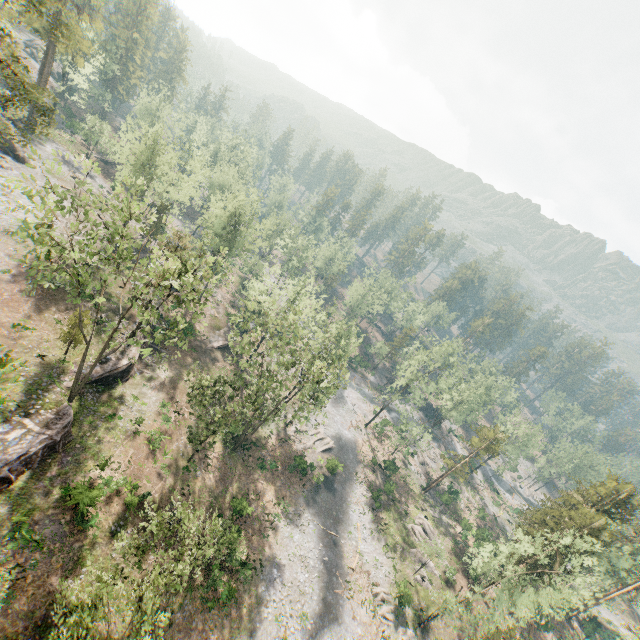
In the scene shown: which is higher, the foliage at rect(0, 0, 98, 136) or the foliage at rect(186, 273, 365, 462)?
the foliage at rect(0, 0, 98, 136)

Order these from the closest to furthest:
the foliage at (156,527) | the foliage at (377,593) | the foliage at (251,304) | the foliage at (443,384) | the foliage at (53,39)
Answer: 1. the foliage at (156,527)
2. the foliage at (53,39)
3. the foliage at (251,304)
4. the foliage at (377,593)
5. the foliage at (443,384)

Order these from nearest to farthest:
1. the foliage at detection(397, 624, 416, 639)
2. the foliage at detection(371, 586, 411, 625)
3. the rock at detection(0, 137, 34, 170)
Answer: the foliage at detection(397, 624, 416, 639) < the foliage at detection(371, 586, 411, 625) < the rock at detection(0, 137, 34, 170)

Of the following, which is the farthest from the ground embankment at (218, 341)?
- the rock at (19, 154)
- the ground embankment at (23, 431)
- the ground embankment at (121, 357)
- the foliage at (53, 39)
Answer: the rock at (19, 154)

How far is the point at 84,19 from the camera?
46.2m

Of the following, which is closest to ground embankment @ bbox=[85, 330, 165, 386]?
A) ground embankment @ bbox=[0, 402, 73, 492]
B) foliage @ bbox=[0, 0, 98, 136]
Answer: foliage @ bbox=[0, 0, 98, 136]

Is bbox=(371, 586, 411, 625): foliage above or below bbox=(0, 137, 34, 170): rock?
below
